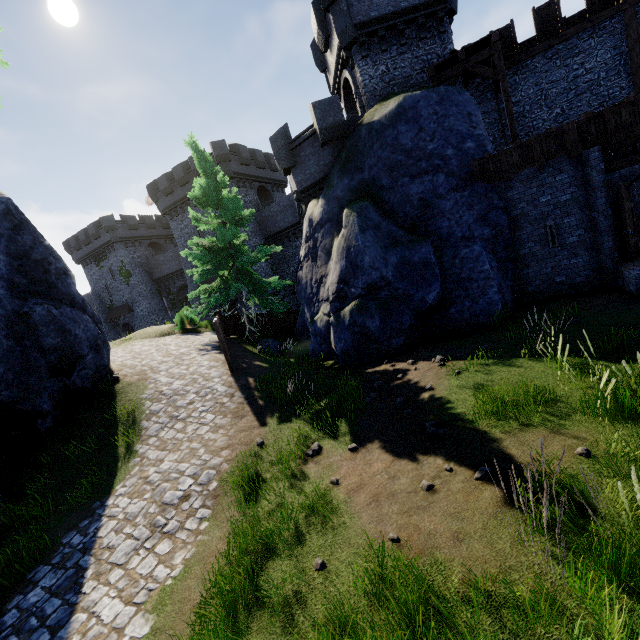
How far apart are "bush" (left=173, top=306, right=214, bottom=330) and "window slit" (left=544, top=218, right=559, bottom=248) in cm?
1799

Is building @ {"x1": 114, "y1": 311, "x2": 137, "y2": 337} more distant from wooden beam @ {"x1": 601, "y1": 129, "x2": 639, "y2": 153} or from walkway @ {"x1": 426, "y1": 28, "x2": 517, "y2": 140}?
wooden beam @ {"x1": 601, "y1": 129, "x2": 639, "y2": 153}

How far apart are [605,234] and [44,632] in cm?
1691

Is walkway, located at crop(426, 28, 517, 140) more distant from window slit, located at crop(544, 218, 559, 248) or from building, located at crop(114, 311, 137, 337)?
building, located at crop(114, 311, 137, 337)

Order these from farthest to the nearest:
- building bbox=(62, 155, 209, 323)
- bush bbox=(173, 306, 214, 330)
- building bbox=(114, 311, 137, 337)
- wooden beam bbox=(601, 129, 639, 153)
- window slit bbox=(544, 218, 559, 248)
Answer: building bbox=(114, 311, 137, 337) < building bbox=(62, 155, 209, 323) < bush bbox=(173, 306, 214, 330) < window slit bbox=(544, 218, 559, 248) < wooden beam bbox=(601, 129, 639, 153)

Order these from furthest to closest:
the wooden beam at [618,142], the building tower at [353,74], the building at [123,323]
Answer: the building at [123,323] < the building tower at [353,74] < the wooden beam at [618,142]

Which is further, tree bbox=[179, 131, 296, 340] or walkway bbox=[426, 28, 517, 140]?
tree bbox=[179, 131, 296, 340]

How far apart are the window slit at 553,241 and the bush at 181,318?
18.0 meters
